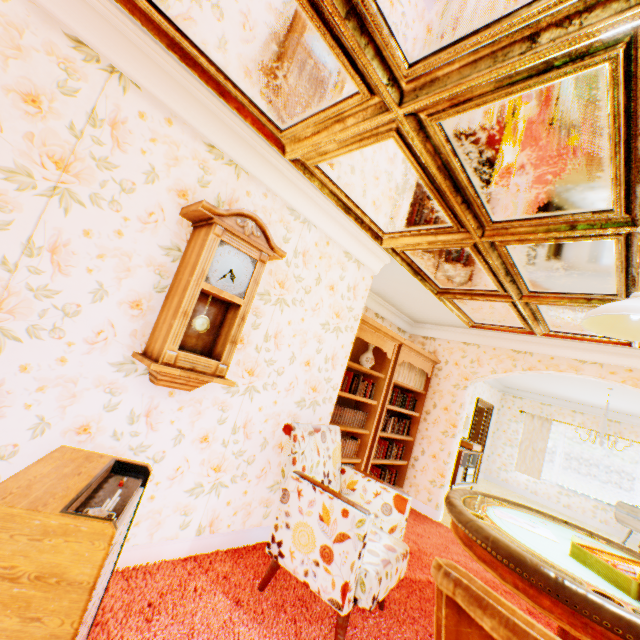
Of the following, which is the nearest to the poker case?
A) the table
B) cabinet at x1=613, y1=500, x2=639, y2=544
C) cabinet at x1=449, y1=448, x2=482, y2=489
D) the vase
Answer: the table

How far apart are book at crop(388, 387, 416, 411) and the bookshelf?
0.0 meters

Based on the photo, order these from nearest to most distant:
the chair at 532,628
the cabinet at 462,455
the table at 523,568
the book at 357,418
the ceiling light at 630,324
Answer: the chair at 532,628 < the table at 523,568 < the ceiling light at 630,324 < the book at 357,418 < the cabinet at 462,455

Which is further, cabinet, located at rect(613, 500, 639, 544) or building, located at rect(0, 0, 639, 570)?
cabinet, located at rect(613, 500, 639, 544)

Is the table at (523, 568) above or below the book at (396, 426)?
below

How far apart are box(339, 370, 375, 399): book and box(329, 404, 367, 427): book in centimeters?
21cm

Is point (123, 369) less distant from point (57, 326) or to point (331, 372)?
point (57, 326)

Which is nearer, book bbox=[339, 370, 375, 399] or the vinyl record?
book bbox=[339, 370, 375, 399]
